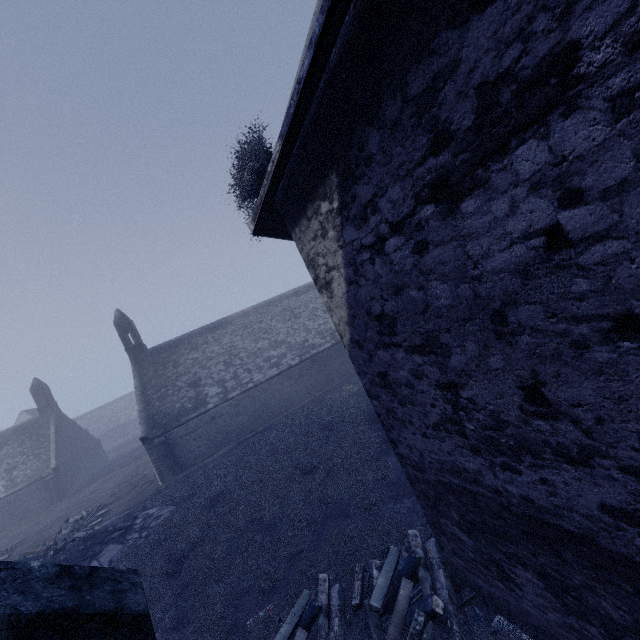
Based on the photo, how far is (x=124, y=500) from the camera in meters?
20.7

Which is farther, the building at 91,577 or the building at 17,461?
the building at 17,461

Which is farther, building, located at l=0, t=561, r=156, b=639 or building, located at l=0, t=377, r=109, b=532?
building, located at l=0, t=377, r=109, b=532
